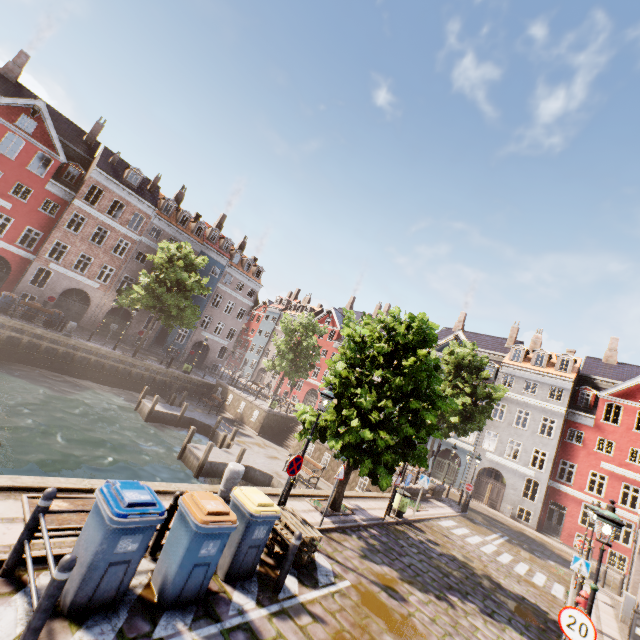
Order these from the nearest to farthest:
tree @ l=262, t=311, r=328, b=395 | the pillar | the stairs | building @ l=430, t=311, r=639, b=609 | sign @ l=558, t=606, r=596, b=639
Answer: sign @ l=558, t=606, r=596, b=639, the pillar, the stairs, building @ l=430, t=311, r=639, b=609, tree @ l=262, t=311, r=328, b=395

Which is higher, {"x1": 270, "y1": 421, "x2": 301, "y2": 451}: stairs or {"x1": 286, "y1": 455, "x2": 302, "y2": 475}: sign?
{"x1": 286, "y1": 455, "x2": 302, "y2": 475}: sign

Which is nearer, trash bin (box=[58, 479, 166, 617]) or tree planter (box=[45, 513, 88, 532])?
trash bin (box=[58, 479, 166, 617])

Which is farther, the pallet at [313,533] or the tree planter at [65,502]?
the pallet at [313,533]

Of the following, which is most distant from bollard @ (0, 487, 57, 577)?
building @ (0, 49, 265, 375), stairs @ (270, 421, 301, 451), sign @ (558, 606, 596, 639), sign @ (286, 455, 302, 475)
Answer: building @ (0, 49, 265, 375)

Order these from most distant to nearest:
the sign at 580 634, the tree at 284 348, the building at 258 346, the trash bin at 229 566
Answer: the building at 258 346
the tree at 284 348
the sign at 580 634
the trash bin at 229 566

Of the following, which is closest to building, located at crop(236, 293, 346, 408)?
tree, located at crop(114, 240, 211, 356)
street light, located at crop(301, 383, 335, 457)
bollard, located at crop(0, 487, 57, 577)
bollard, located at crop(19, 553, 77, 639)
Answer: street light, located at crop(301, 383, 335, 457)

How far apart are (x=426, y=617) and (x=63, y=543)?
7.75m
